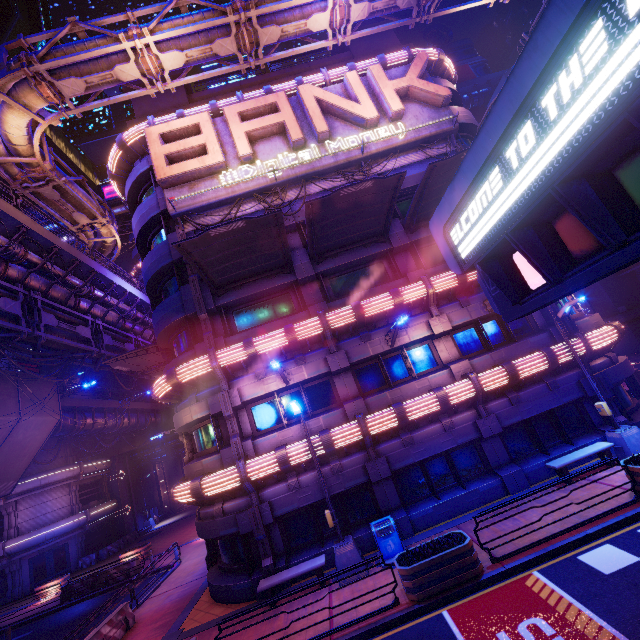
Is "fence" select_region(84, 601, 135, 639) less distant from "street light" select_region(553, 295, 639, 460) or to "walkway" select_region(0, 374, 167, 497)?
"walkway" select_region(0, 374, 167, 497)

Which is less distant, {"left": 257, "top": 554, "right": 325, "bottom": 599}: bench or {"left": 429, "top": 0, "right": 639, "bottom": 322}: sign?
{"left": 429, "top": 0, "right": 639, "bottom": 322}: sign

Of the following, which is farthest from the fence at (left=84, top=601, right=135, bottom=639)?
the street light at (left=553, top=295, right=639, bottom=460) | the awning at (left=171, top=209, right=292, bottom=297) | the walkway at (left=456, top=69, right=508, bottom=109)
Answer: the walkway at (left=456, top=69, right=508, bottom=109)

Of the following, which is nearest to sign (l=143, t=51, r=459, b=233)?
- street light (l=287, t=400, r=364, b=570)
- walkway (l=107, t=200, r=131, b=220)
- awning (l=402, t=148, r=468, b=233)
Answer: awning (l=402, t=148, r=468, b=233)

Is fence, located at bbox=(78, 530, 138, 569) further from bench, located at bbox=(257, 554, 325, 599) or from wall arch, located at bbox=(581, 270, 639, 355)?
wall arch, located at bbox=(581, 270, 639, 355)

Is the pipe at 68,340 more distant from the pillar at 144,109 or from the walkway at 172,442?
the walkway at 172,442

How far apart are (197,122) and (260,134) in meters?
3.2

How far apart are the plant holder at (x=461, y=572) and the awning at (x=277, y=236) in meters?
11.5 m
